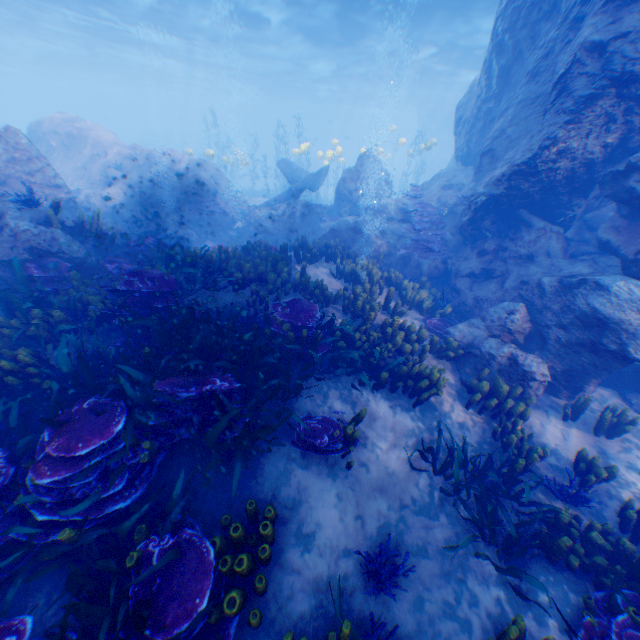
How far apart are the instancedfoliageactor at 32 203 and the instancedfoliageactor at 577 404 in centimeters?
1152cm

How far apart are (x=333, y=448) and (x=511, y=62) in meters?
12.8 m

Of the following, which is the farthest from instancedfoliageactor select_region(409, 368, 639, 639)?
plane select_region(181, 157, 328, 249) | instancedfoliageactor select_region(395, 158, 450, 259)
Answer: plane select_region(181, 157, 328, 249)

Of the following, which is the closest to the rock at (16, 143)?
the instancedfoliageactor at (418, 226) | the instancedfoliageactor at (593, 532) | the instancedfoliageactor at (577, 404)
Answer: the instancedfoliageactor at (418, 226)

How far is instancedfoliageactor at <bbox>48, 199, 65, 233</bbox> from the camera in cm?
712

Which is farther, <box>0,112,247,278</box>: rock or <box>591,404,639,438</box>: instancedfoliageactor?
<box>0,112,247,278</box>: rock

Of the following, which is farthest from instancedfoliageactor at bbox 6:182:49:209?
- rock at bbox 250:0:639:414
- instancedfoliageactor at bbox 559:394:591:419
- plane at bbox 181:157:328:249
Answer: instancedfoliageactor at bbox 559:394:591:419

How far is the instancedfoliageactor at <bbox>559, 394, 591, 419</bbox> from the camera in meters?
6.6 m
